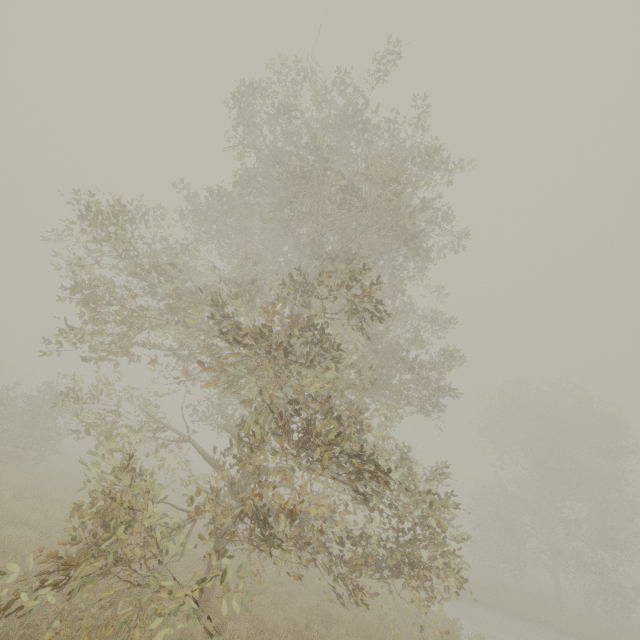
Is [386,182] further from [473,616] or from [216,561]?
[473,616]

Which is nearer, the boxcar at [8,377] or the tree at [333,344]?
the tree at [333,344]

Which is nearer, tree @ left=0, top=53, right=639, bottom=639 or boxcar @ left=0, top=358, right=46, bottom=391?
tree @ left=0, top=53, right=639, bottom=639
